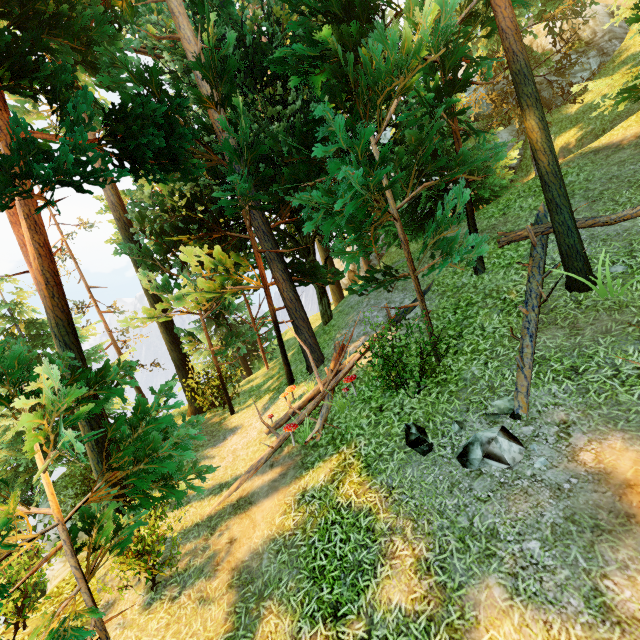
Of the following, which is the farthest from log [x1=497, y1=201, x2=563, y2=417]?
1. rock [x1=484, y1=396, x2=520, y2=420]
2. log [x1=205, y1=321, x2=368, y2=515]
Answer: log [x1=205, y1=321, x2=368, y2=515]

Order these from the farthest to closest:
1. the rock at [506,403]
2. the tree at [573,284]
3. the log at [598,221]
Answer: the log at [598,221] → the tree at [573,284] → the rock at [506,403]

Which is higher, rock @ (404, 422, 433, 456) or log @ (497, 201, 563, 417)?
log @ (497, 201, 563, 417)

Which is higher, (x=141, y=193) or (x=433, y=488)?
(x=141, y=193)

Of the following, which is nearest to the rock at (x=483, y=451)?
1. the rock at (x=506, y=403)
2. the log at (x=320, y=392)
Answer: the rock at (x=506, y=403)

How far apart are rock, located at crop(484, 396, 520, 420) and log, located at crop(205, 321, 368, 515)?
3.9 meters

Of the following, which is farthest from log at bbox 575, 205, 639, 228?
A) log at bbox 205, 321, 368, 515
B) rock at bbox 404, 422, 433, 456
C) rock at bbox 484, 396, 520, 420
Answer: log at bbox 205, 321, 368, 515

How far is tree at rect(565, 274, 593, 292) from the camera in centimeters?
673cm
